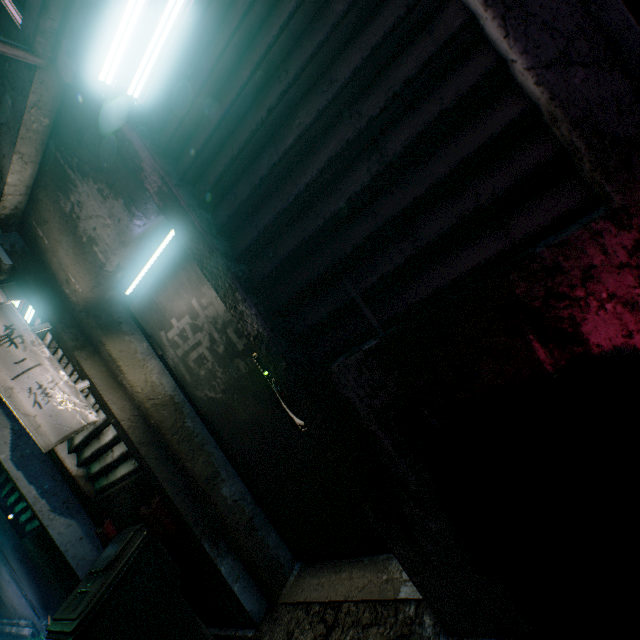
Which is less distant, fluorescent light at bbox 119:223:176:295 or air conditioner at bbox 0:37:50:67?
air conditioner at bbox 0:37:50:67

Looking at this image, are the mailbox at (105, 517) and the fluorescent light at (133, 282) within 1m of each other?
no

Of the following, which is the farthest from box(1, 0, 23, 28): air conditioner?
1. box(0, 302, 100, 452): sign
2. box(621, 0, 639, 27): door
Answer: box(621, 0, 639, 27): door

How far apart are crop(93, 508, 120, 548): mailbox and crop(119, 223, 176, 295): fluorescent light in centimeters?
162cm

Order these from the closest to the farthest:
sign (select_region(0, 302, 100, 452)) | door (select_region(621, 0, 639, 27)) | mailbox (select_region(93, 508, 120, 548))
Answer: door (select_region(621, 0, 639, 27)) → sign (select_region(0, 302, 100, 452)) → mailbox (select_region(93, 508, 120, 548))

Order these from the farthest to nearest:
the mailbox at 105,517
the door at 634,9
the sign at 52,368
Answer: the mailbox at 105,517
the sign at 52,368
the door at 634,9

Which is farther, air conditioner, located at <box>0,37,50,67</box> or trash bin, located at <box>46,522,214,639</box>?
trash bin, located at <box>46,522,214,639</box>

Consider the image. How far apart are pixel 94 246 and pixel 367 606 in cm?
225
